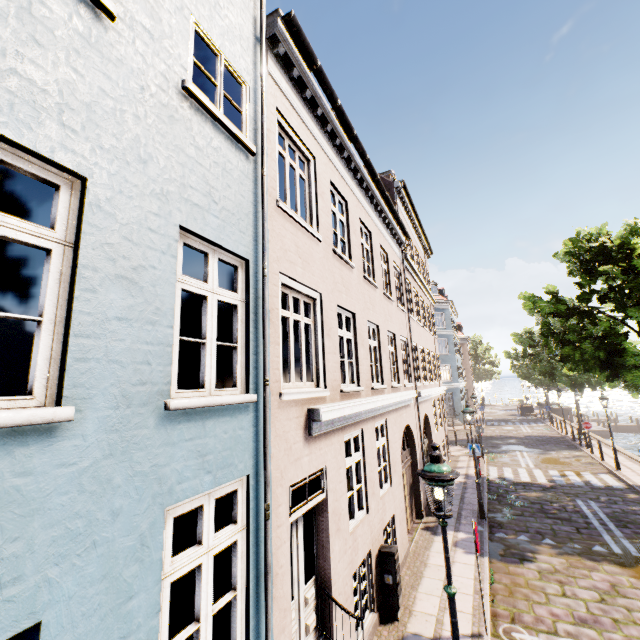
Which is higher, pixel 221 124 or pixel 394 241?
pixel 394 241

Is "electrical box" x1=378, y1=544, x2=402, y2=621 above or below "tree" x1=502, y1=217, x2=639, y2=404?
below

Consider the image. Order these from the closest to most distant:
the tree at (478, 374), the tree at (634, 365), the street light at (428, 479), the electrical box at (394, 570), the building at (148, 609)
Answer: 1. the building at (148, 609)
2. the street light at (428, 479)
3. the electrical box at (394, 570)
4. the tree at (634, 365)
5. the tree at (478, 374)

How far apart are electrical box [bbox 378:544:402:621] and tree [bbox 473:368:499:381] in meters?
58.5

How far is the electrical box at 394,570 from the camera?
6.66m

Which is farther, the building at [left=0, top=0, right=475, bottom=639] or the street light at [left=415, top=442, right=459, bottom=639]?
the street light at [left=415, top=442, right=459, bottom=639]

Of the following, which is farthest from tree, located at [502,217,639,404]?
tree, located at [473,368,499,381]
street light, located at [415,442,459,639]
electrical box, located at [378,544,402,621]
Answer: tree, located at [473,368,499,381]

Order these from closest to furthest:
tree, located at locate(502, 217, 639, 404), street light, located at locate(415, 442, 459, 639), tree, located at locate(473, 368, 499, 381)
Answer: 1. street light, located at locate(415, 442, 459, 639)
2. tree, located at locate(502, 217, 639, 404)
3. tree, located at locate(473, 368, 499, 381)
